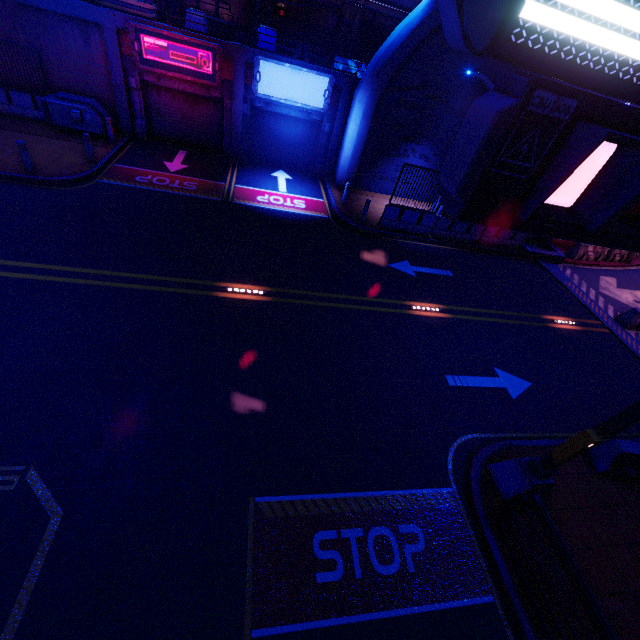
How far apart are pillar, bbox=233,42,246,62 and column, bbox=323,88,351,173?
4.6m

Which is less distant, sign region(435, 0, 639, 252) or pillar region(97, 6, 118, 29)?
sign region(435, 0, 639, 252)

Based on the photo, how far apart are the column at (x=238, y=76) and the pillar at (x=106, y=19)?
4.7m

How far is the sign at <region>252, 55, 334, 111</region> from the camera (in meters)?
14.68

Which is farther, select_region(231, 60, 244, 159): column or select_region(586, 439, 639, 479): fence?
select_region(231, 60, 244, 159): column

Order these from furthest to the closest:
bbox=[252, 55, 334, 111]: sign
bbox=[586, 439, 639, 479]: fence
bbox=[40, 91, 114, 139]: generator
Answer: bbox=[252, 55, 334, 111]: sign, bbox=[40, 91, 114, 139]: generator, bbox=[586, 439, 639, 479]: fence

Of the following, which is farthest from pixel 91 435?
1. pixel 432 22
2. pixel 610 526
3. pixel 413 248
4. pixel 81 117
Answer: pixel 432 22

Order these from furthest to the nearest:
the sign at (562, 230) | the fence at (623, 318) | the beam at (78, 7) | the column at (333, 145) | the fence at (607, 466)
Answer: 1. the column at (333, 145)
2. the fence at (623, 318)
3. the beam at (78, 7)
4. the fence at (607, 466)
5. the sign at (562, 230)
